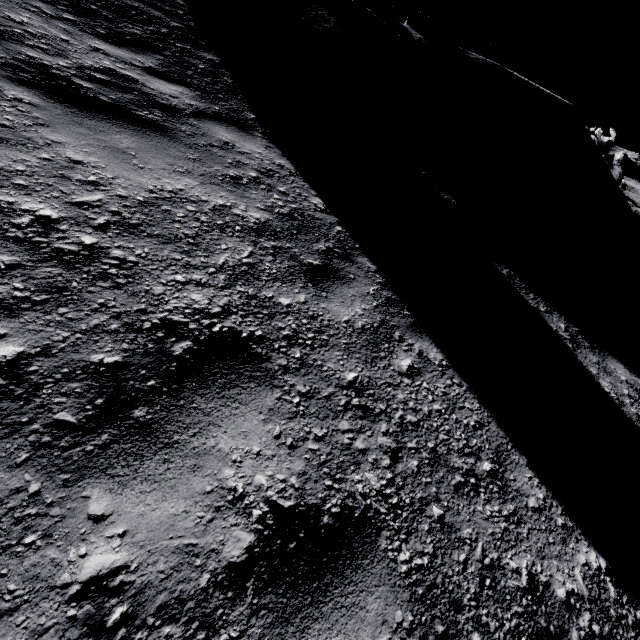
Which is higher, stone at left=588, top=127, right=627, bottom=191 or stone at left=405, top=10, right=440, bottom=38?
stone at left=405, top=10, right=440, bottom=38

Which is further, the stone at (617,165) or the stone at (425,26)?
the stone at (617,165)

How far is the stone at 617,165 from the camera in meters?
15.0 m

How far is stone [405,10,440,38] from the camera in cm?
1059

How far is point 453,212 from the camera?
5.5m

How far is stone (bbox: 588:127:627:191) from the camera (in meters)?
15.04

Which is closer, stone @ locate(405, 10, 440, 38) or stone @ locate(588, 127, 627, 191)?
stone @ locate(405, 10, 440, 38)
